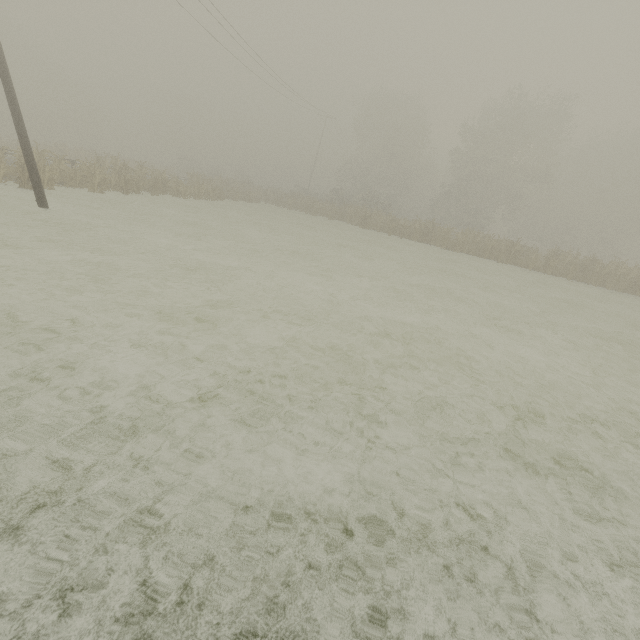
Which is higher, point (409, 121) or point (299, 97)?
point (409, 121)

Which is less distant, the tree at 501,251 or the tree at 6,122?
the tree at 6,122

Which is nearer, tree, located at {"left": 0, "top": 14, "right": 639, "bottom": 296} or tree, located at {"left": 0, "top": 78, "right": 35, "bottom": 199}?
tree, located at {"left": 0, "top": 78, "right": 35, "bottom": 199}
